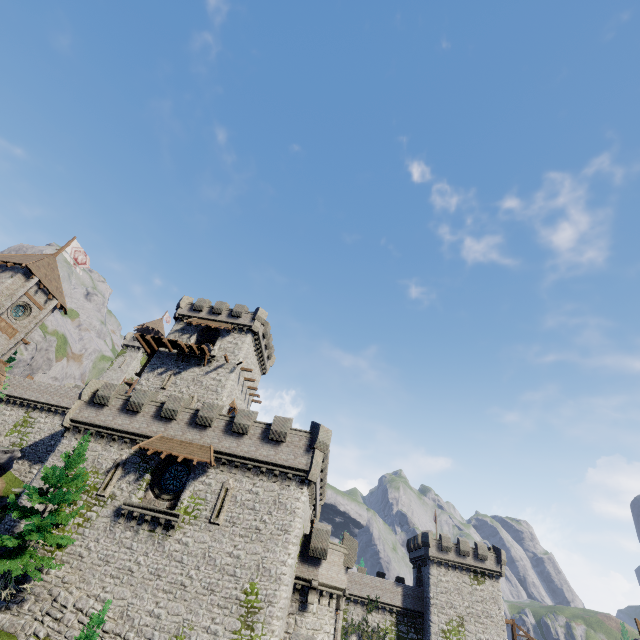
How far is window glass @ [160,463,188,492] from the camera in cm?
2358

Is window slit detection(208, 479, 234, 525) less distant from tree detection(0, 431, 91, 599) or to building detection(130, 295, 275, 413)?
tree detection(0, 431, 91, 599)

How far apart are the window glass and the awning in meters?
1.4 m

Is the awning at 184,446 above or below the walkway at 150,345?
below

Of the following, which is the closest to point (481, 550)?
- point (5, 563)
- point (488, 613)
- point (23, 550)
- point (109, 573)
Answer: point (488, 613)

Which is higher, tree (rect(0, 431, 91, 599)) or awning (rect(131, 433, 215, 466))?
awning (rect(131, 433, 215, 466))

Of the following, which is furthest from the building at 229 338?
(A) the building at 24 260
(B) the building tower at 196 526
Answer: (A) the building at 24 260

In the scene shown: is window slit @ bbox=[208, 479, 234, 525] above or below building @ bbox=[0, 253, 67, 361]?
below
